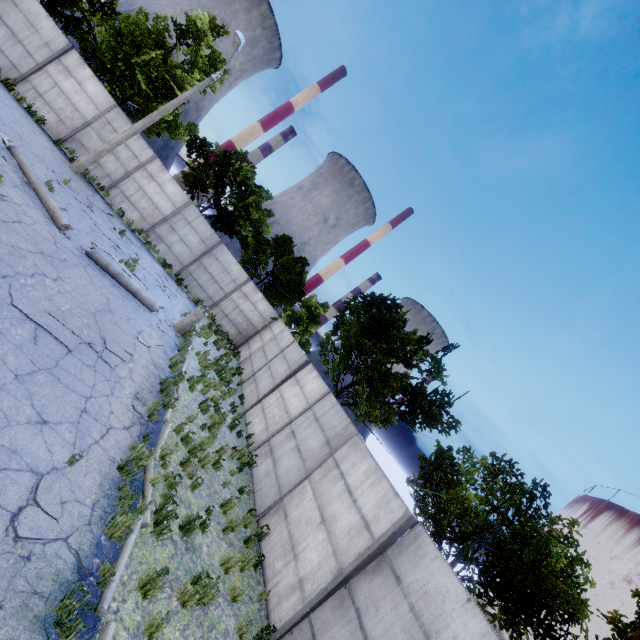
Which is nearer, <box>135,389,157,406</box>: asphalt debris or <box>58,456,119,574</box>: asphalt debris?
<box>58,456,119,574</box>: asphalt debris

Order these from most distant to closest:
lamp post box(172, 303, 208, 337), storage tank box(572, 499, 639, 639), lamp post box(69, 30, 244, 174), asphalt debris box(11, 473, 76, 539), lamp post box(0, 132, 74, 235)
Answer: storage tank box(572, 499, 639, 639)
lamp post box(69, 30, 244, 174)
lamp post box(172, 303, 208, 337)
lamp post box(0, 132, 74, 235)
asphalt debris box(11, 473, 76, 539)

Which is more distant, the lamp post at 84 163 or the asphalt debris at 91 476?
the lamp post at 84 163

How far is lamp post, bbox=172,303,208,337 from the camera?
13.5 meters

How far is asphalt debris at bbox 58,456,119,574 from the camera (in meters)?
4.27

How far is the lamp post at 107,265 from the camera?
10.7 meters

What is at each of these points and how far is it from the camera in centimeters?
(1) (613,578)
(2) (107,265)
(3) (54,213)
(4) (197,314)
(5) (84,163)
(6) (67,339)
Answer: (1) storage tank, 4772cm
(2) lamp post, 1099cm
(3) lamp post, 1019cm
(4) lamp post, 1357cm
(5) lamp post, 1603cm
(6) asphalt debris, 692cm

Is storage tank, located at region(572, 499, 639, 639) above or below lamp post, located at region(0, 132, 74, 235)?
above
